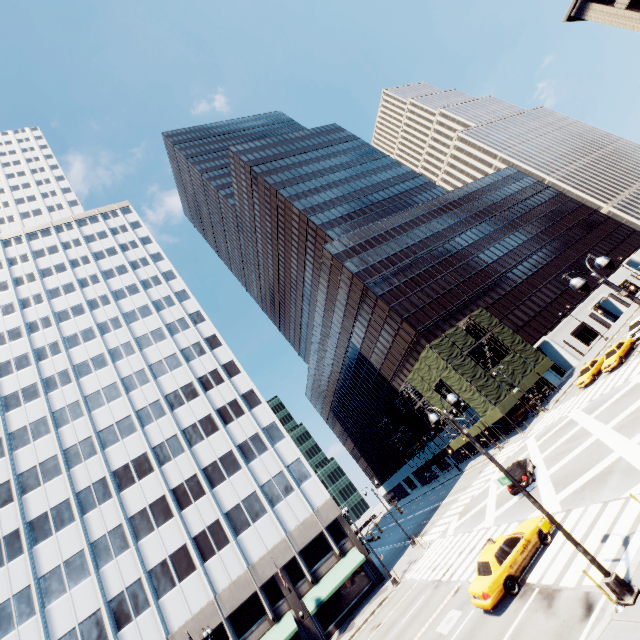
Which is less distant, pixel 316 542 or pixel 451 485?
pixel 316 542

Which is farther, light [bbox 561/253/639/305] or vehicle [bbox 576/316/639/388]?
vehicle [bbox 576/316/639/388]

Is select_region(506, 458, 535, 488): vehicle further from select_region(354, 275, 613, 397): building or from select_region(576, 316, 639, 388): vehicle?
select_region(354, 275, 613, 397): building

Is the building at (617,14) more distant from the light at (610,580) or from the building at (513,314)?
the light at (610,580)

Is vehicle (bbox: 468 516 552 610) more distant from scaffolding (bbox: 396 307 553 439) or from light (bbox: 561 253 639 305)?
scaffolding (bbox: 396 307 553 439)

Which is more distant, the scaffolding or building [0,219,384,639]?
the scaffolding

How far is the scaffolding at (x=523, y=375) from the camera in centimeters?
4302cm

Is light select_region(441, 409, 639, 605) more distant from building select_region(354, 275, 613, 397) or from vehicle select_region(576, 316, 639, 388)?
building select_region(354, 275, 613, 397)
